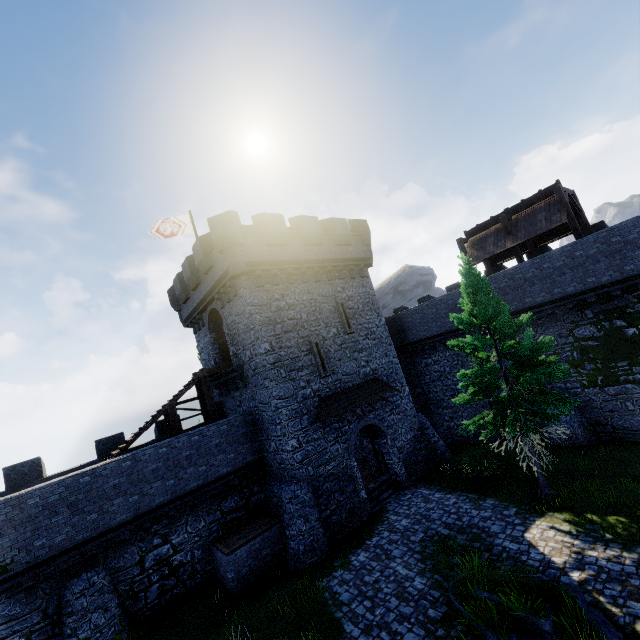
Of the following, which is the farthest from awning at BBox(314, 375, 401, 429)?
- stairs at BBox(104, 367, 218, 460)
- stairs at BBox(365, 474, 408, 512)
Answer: stairs at BBox(104, 367, 218, 460)

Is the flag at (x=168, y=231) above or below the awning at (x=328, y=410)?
above

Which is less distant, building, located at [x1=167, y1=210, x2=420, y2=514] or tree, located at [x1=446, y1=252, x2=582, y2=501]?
tree, located at [x1=446, y1=252, x2=582, y2=501]

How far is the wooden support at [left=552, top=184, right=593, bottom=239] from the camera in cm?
1728

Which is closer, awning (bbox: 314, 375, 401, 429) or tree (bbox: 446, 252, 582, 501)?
tree (bbox: 446, 252, 582, 501)

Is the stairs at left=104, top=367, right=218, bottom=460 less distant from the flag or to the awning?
the awning

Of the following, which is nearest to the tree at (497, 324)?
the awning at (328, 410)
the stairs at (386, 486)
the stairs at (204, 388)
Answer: the awning at (328, 410)

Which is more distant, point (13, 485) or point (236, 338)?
point (236, 338)
